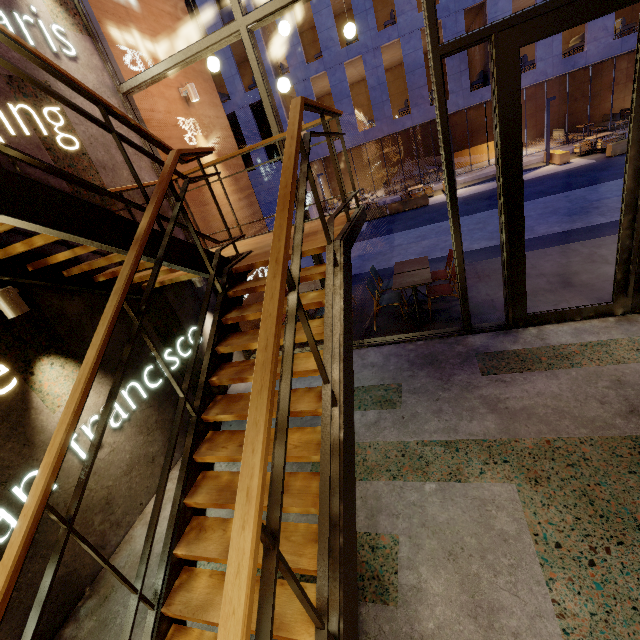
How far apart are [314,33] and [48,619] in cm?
3009

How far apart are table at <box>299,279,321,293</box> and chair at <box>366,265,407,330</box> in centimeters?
104cm

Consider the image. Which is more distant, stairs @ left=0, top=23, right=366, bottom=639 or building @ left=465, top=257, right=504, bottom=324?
building @ left=465, top=257, right=504, bottom=324

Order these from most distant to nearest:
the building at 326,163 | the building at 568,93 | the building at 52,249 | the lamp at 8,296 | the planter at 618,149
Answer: the building at 326,163 → the building at 568,93 → the planter at 618,149 → the building at 52,249 → the lamp at 8,296

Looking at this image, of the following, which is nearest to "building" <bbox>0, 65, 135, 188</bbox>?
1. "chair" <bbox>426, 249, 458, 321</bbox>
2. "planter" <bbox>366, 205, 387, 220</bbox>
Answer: "chair" <bbox>426, 249, 458, 321</bbox>

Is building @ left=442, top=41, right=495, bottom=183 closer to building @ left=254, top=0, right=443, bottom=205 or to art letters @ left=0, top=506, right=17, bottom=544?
building @ left=254, top=0, right=443, bottom=205

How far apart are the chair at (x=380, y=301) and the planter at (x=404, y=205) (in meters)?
11.90

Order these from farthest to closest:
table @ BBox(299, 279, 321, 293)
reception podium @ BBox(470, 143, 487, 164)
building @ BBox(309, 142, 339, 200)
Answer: reception podium @ BBox(470, 143, 487, 164), building @ BBox(309, 142, 339, 200), table @ BBox(299, 279, 321, 293)
